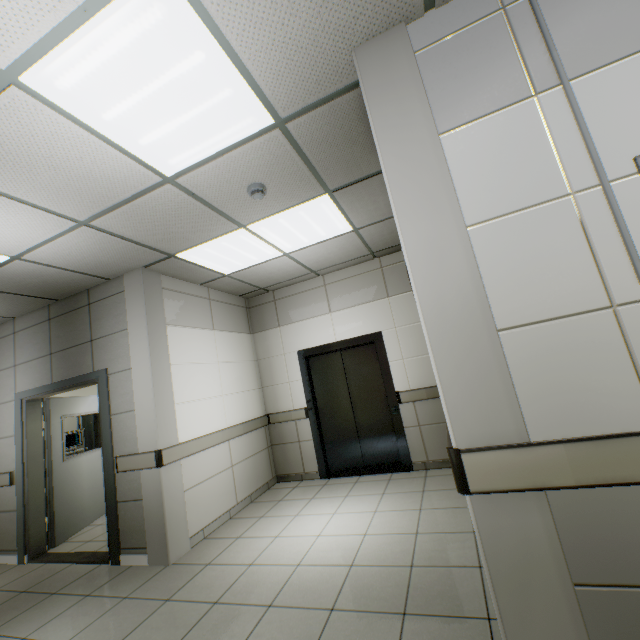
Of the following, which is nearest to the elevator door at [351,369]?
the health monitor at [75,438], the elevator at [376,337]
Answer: the elevator at [376,337]

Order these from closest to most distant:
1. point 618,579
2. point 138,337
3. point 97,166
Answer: point 618,579, point 97,166, point 138,337

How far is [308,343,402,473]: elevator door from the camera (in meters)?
5.03

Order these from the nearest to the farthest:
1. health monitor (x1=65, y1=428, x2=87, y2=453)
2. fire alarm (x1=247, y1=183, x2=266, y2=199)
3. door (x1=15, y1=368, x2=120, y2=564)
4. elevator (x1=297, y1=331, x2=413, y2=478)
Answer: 1. fire alarm (x1=247, y1=183, x2=266, y2=199)
2. door (x1=15, y1=368, x2=120, y2=564)
3. elevator (x1=297, y1=331, x2=413, y2=478)
4. health monitor (x1=65, y1=428, x2=87, y2=453)

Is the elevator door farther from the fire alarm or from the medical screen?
the medical screen

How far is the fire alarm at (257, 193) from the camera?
2.75m

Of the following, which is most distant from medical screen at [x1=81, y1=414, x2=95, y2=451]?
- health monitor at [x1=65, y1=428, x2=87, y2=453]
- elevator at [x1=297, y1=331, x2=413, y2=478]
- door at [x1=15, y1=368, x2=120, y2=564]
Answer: elevator at [x1=297, y1=331, x2=413, y2=478]

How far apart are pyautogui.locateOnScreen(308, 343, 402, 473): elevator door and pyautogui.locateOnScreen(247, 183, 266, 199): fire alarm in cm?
316
